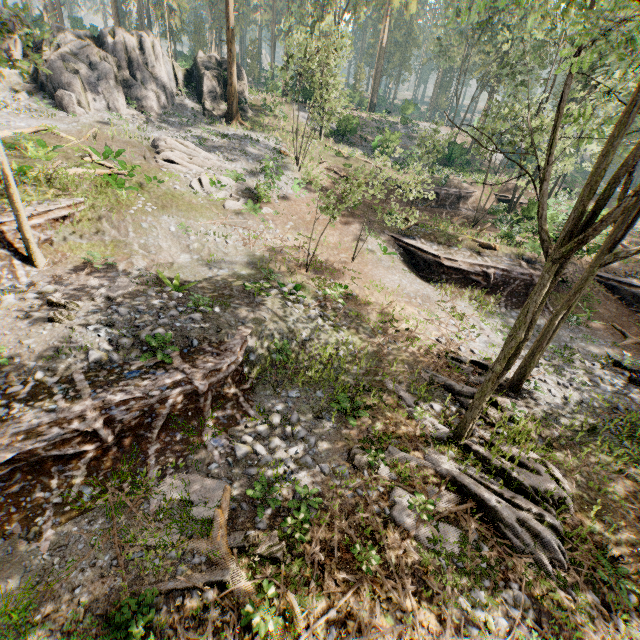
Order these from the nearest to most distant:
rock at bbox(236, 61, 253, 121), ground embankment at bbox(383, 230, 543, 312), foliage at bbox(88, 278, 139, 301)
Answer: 1. foliage at bbox(88, 278, 139, 301)
2. ground embankment at bbox(383, 230, 543, 312)
3. rock at bbox(236, 61, 253, 121)

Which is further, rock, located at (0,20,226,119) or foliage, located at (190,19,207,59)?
foliage, located at (190,19,207,59)

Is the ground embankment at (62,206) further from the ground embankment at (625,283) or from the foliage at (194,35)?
the ground embankment at (625,283)

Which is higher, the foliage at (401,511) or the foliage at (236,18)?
the foliage at (236,18)

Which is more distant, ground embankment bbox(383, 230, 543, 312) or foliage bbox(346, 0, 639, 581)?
ground embankment bbox(383, 230, 543, 312)

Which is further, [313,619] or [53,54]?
[53,54]

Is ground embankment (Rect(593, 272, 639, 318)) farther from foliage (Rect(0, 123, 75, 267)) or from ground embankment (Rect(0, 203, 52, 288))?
ground embankment (Rect(0, 203, 52, 288))

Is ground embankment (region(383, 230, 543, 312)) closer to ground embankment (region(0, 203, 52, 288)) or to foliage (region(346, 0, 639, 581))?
foliage (region(346, 0, 639, 581))
